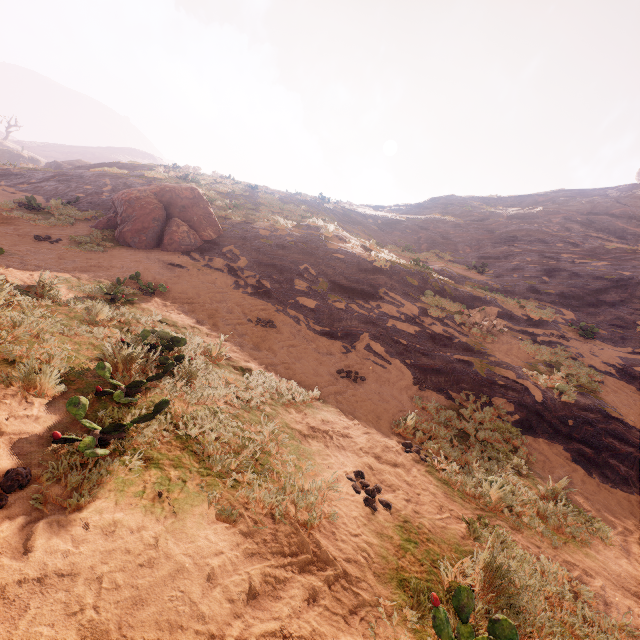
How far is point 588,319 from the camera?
12.2 meters

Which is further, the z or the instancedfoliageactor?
the instancedfoliageactor

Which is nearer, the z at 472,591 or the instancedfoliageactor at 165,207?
the z at 472,591

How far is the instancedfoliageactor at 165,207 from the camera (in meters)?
10.92

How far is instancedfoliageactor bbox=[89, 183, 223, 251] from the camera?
10.9 meters
